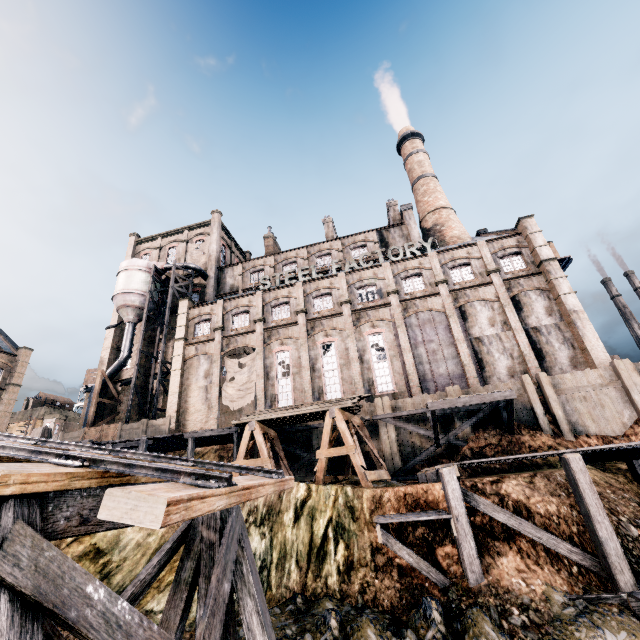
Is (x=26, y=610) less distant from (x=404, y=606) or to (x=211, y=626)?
(x=211, y=626)

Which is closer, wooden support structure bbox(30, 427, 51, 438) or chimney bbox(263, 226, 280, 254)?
wooden support structure bbox(30, 427, 51, 438)

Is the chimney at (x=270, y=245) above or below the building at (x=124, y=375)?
above

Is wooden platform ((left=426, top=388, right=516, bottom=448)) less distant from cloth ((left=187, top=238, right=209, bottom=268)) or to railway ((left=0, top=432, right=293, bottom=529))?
railway ((left=0, top=432, right=293, bottom=529))

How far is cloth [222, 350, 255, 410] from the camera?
29.8m

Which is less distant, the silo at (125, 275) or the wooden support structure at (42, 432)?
the wooden support structure at (42, 432)

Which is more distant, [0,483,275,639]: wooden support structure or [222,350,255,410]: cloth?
[222,350,255,410]: cloth

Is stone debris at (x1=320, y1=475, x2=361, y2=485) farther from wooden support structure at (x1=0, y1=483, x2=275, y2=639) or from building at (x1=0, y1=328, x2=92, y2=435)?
wooden support structure at (x1=0, y1=483, x2=275, y2=639)
